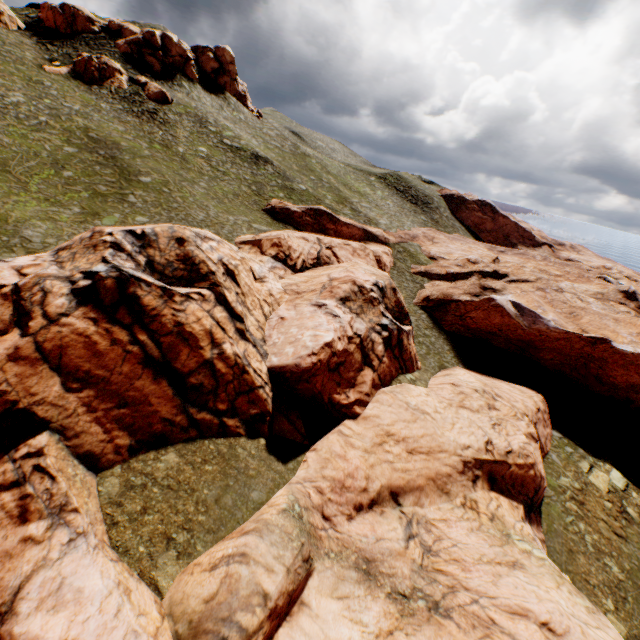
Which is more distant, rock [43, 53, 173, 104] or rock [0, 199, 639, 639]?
rock [43, 53, 173, 104]

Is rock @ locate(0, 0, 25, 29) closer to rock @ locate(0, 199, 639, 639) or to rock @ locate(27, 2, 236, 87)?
rock @ locate(27, 2, 236, 87)

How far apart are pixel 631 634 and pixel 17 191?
48.44m

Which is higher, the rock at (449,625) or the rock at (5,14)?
the rock at (5,14)

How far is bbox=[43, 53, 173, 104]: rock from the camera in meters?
42.7

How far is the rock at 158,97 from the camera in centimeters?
4269cm

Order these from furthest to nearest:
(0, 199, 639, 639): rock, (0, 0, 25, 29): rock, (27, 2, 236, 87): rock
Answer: (27, 2, 236, 87): rock, (0, 0, 25, 29): rock, (0, 199, 639, 639): rock
